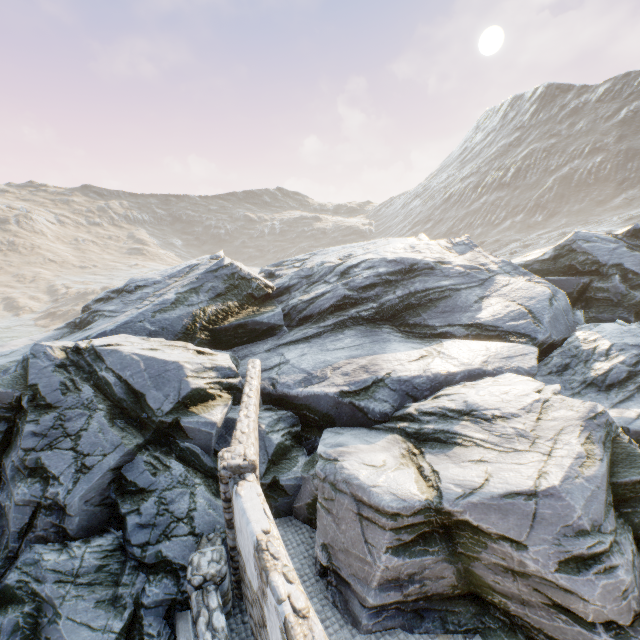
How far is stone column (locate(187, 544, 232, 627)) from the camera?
6.05m

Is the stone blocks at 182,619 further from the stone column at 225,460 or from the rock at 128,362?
the stone column at 225,460

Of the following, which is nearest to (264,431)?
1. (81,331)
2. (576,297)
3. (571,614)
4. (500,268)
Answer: (571,614)

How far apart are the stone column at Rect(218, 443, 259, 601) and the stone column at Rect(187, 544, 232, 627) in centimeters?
8cm

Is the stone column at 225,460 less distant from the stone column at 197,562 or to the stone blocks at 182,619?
the stone column at 197,562

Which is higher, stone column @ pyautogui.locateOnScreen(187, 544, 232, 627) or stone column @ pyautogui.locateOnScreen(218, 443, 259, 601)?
stone column @ pyautogui.locateOnScreen(218, 443, 259, 601)

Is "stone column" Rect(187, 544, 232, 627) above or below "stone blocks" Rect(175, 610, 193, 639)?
above

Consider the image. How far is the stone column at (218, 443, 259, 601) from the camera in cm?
602
